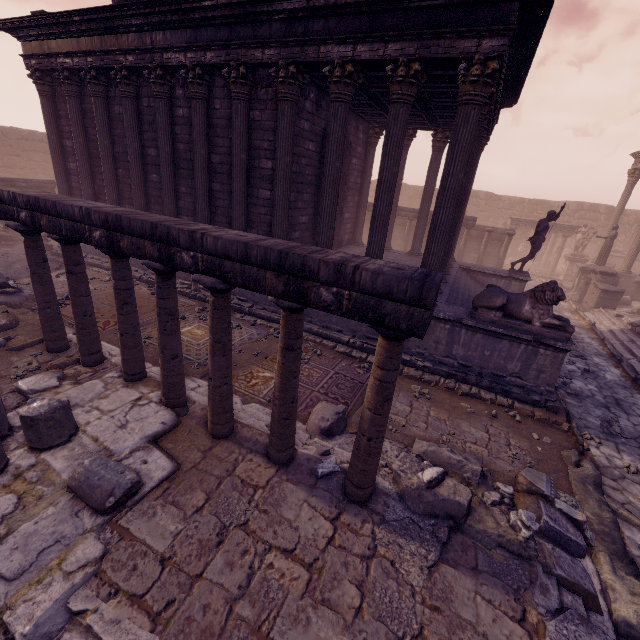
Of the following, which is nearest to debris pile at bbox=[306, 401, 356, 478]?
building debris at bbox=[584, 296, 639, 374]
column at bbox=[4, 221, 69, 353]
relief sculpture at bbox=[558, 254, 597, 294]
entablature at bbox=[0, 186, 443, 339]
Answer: relief sculpture at bbox=[558, 254, 597, 294]

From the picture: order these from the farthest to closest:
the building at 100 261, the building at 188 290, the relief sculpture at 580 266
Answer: the relief sculpture at 580 266, the building at 100 261, the building at 188 290

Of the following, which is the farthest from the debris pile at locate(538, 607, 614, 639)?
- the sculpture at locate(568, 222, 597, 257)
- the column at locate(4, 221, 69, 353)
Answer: the sculpture at locate(568, 222, 597, 257)

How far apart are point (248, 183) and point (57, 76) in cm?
795

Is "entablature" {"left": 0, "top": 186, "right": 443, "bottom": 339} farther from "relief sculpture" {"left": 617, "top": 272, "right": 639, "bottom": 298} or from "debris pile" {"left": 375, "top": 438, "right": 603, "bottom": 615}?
"relief sculpture" {"left": 617, "top": 272, "right": 639, "bottom": 298}

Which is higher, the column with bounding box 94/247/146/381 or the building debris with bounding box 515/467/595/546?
the column with bounding box 94/247/146/381

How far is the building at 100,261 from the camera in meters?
12.2

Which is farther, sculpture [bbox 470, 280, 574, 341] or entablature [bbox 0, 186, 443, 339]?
sculpture [bbox 470, 280, 574, 341]
